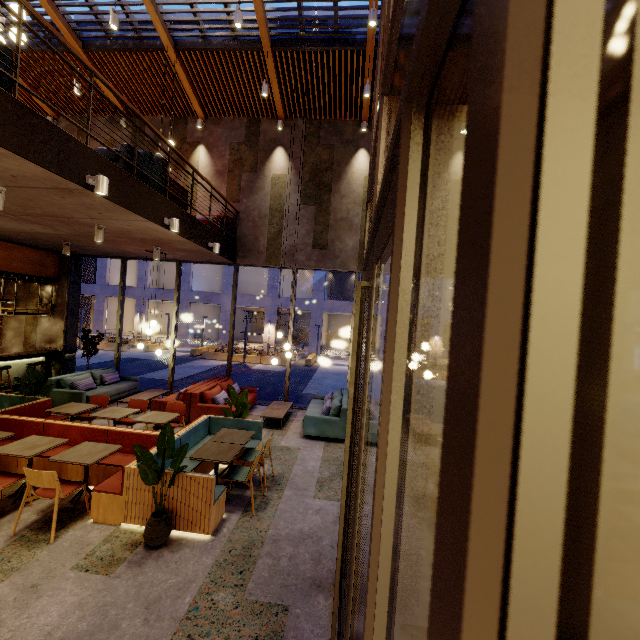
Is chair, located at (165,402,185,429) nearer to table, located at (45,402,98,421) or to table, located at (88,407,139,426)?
table, located at (88,407,139,426)

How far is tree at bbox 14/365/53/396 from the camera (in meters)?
7.09

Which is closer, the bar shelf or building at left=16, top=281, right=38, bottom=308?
the bar shelf

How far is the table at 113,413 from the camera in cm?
624

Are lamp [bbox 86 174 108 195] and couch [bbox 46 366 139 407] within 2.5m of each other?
no

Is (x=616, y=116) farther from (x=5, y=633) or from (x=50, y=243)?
(x=50, y=243)

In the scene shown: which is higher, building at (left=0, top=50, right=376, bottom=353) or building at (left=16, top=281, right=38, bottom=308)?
building at (left=0, top=50, right=376, bottom=353)

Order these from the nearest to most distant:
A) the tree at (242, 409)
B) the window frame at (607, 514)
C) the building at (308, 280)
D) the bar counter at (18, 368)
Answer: the window frame at (607, 514) < the tree at (242, 409) < the bar counter at (18, 368) < the building at (308, 280)
